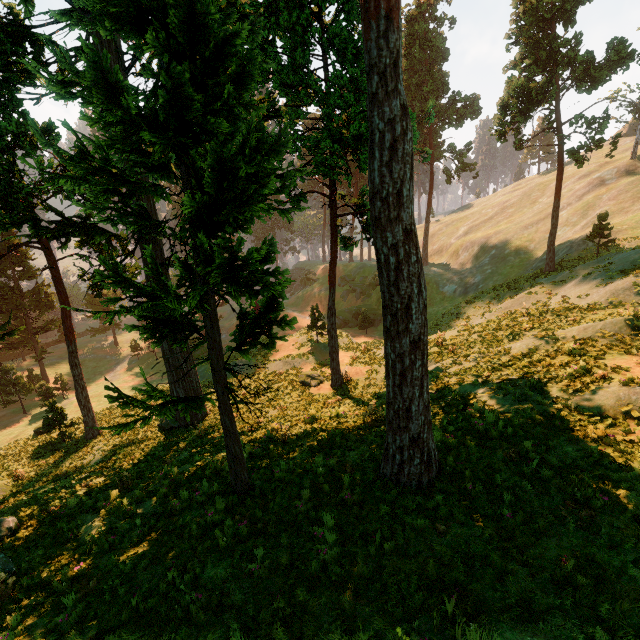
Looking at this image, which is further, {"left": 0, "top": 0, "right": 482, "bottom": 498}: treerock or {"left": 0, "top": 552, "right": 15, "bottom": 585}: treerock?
{"left": 0, "top": 552, "right": 15, "bottom": 585}: treerock

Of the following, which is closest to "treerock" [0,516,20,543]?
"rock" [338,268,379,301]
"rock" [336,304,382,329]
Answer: "rock" [338,268,379,301]

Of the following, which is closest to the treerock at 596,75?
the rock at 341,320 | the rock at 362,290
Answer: the rock at 362,290

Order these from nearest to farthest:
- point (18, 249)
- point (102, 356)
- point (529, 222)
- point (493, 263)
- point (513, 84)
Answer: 1. point (513, 84)
2. point (493, 263)
3. point (18, 249)
4. point (529, 222)
5. point (102, 356)

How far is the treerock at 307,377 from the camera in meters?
21.0 m

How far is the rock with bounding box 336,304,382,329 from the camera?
45.5 meters

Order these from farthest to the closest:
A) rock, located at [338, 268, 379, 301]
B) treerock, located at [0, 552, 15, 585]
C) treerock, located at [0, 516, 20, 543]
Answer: rock, located at [338, 268, 379, 301]
treerock, located at [0, 516, 20, 543]
treerock, located at [0, 552, 15, 585]
